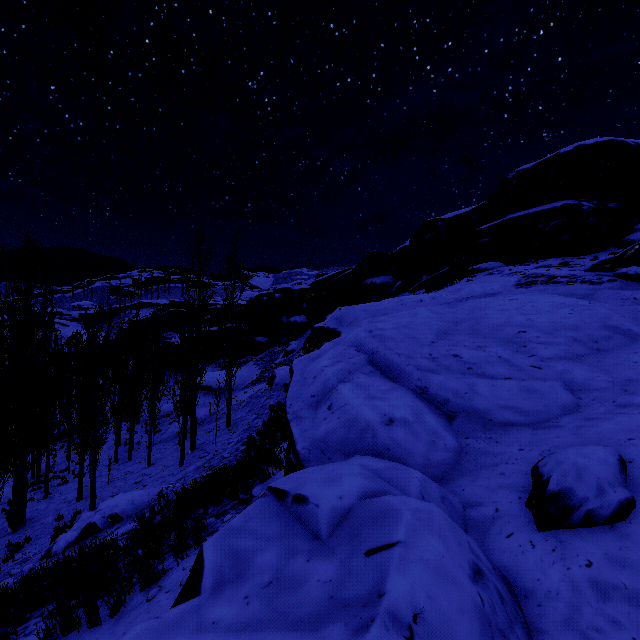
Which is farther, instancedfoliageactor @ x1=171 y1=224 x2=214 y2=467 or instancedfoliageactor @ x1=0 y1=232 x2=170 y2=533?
instancedfoliageactor @ x1=171 y1=224 x2=214 y2=467

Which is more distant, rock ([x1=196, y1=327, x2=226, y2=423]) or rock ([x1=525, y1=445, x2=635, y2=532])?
rock ([x1=196, y1=327, x2=226, y2=423])

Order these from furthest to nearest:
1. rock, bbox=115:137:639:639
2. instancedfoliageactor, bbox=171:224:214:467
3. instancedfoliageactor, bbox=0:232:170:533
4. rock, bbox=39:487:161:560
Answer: instancedfoliageactor, bbox=171:224:214:467, instancedfoliageactor, bbox=0:232:170:533, rock, bbox=39:487:161:560, rock, bbox=115:137:639:639

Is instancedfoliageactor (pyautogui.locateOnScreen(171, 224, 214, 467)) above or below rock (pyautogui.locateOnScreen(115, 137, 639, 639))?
below

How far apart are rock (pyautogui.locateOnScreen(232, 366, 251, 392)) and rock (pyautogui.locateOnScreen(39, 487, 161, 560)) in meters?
21.0 m

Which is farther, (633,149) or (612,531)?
(633,149)

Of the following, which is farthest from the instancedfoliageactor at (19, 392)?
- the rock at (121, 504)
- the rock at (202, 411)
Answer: the rock at (121, 504)

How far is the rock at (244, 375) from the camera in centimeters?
3569cm
